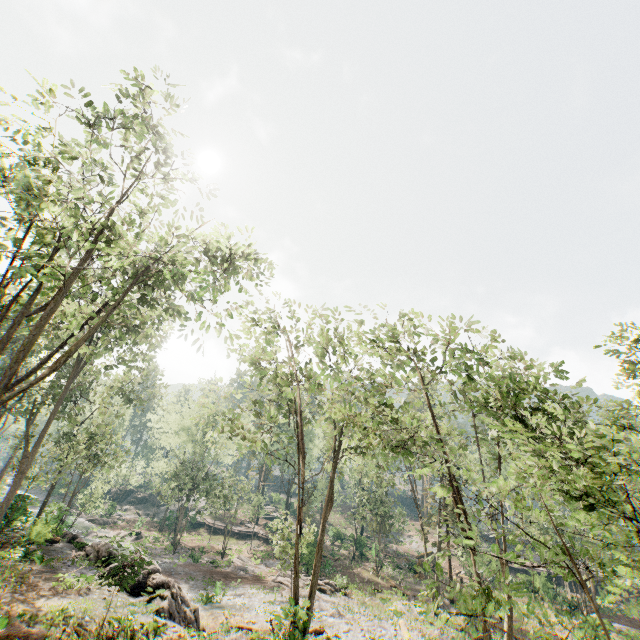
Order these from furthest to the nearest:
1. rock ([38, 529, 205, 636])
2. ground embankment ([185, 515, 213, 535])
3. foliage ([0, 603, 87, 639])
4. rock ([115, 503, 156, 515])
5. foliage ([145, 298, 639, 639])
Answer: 1. rock ([115, 503, 156, 515])
2. ground embankment ([185, 515, 213, 535])
3. rock ([38, 529, 205, 636])
4. foliage ([0, 603, 87, 639])
5. foliage ([145, 298, 639, 639])

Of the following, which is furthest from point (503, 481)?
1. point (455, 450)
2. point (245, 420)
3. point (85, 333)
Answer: point (245, 420)

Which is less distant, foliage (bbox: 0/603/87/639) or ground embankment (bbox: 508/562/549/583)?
foliage (bbox: 0/603/87/639)

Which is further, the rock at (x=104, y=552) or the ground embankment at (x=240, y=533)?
the ground embankment at (x=240, y=533)

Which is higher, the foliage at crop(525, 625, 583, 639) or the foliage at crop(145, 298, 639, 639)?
the foliage at crop(145, 298, 639, 639)

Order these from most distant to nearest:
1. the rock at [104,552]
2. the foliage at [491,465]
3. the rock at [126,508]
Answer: the rock at [126,508], the rock at [104,552], the foliage at [491,465]

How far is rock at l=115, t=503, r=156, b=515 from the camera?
57.25m

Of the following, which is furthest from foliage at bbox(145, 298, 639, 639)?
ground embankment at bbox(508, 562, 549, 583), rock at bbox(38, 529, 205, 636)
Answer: ground embankment at bbox(508, 562, 549, 583)
